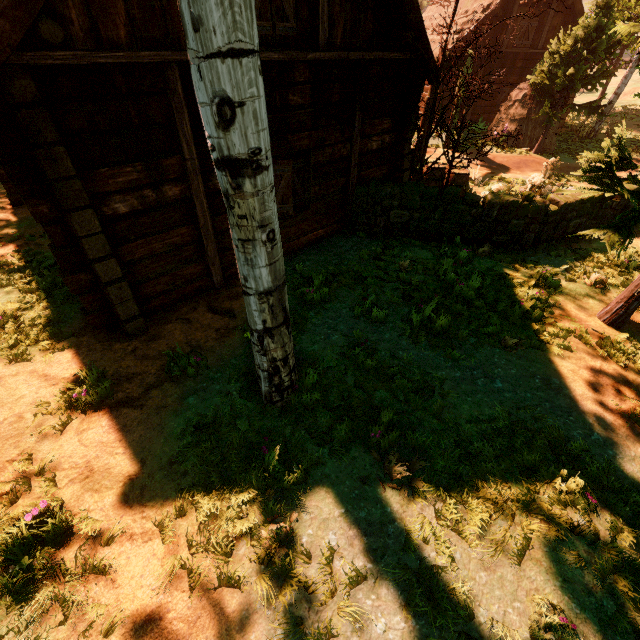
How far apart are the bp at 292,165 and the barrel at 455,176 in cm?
495

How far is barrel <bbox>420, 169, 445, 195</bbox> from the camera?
10.0 meters

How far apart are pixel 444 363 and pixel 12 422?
6.1 meters

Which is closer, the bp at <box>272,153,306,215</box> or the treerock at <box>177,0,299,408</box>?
the treerock at <box>177,0,299,408</box>

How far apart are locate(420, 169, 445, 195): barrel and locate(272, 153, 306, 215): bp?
4.9m

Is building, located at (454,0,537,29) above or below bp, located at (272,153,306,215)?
above

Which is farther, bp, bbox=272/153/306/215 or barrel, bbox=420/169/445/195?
barrel, bbox=420/169/445/195
